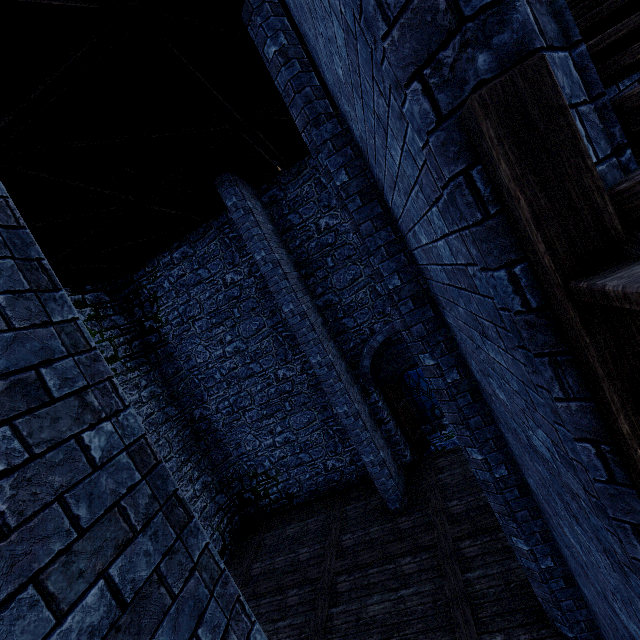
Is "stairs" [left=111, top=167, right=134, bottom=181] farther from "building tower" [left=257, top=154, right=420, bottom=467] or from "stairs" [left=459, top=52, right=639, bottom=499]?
"stairs" [left=459, top=52, right=639, bottom=499]

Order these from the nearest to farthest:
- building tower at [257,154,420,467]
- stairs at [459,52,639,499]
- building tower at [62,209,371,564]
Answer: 1. stairs at [459,52,639,499]
2. building tower at [257,154,420,467]
3. building tower at [62,209,371,564]

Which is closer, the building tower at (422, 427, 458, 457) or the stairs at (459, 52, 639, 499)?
the stairs at (459, 52, 639, 499)

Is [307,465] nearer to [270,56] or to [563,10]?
[270,56]

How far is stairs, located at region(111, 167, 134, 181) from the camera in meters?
6.0 m

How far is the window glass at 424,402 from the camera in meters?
12.7

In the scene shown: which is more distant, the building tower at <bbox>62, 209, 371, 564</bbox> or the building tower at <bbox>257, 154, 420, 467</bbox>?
the building tower at <bbox>62, 209, 371, 564</bbox>

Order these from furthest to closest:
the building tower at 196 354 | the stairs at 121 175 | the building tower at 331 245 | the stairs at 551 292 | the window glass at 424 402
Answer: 1. the window glass at 424 402
2. the building tower at 196 354
3. the building tower at 331 245
4. the stairs at 121 175
5. the stairs at 551 292
